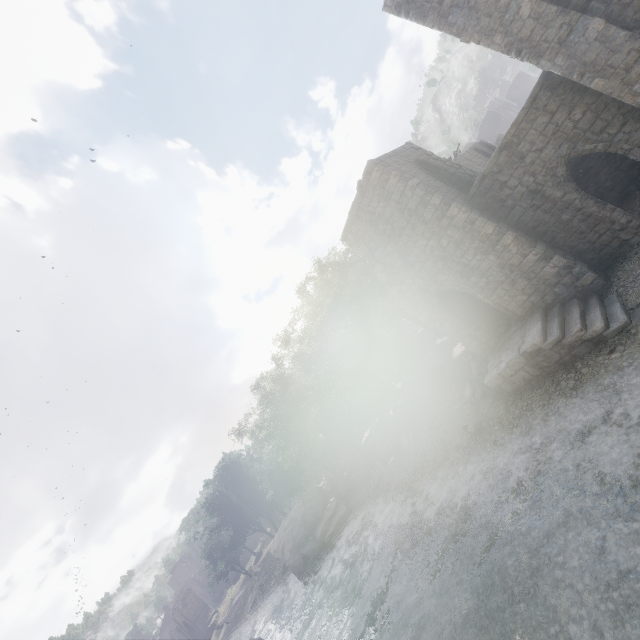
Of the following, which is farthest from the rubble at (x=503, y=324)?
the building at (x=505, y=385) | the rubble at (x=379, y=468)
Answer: the rubble at (x=379, y=468)

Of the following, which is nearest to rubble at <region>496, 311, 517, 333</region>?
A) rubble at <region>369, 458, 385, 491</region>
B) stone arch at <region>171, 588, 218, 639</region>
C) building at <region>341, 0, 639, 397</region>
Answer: building at <region>341, 0, 639, 397</region>

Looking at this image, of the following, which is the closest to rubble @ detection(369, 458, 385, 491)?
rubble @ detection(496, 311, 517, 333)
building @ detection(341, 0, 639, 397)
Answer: rubble @ detection(496, 311, 517, 333)

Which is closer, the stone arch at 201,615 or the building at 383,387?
the building at 383,387

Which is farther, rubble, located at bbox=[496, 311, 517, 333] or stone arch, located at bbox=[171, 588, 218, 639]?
stone arch, located at bbox=[171, 588, 218, 639]

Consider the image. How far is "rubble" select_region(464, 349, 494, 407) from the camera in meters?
16.5

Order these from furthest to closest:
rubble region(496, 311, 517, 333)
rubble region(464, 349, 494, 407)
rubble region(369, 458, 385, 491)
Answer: rubble region(369, 458, 385, 491)
rubble region(464, 349, 494, 407)
rubble region(496, 311, 517, 333)

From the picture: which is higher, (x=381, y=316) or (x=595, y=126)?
(x=381, y=316)
